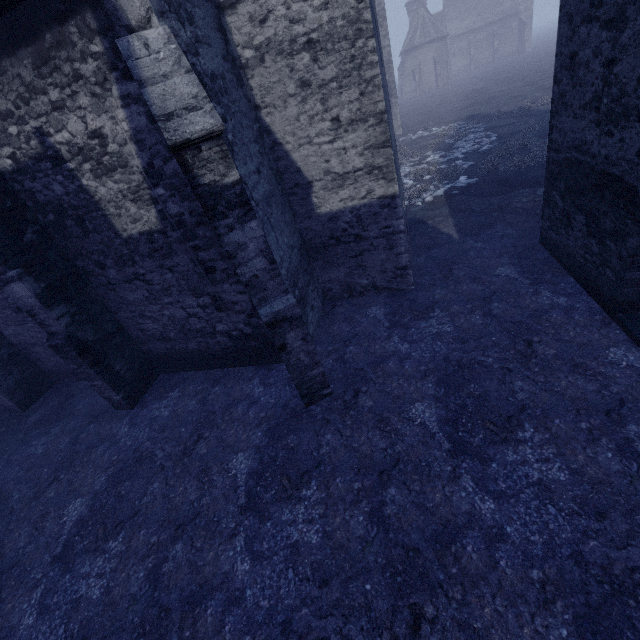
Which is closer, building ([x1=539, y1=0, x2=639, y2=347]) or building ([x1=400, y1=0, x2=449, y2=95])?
building ([x1=539, y1=0, x2=639, y2=347])

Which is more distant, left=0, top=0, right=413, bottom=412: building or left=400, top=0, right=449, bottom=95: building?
left=400, top=0, right=449, bottom=95: building

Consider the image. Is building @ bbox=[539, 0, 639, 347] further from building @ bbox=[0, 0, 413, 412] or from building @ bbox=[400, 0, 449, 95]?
building @ bbox=[400, 0, 449, 95]

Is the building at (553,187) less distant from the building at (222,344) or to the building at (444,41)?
the building at (222,344)

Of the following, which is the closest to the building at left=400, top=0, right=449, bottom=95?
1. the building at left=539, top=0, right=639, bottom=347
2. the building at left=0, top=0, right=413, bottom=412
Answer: the building at left=539, top=0, right=639, bottom=347

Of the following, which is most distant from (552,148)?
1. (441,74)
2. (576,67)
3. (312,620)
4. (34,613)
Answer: (441,74)
